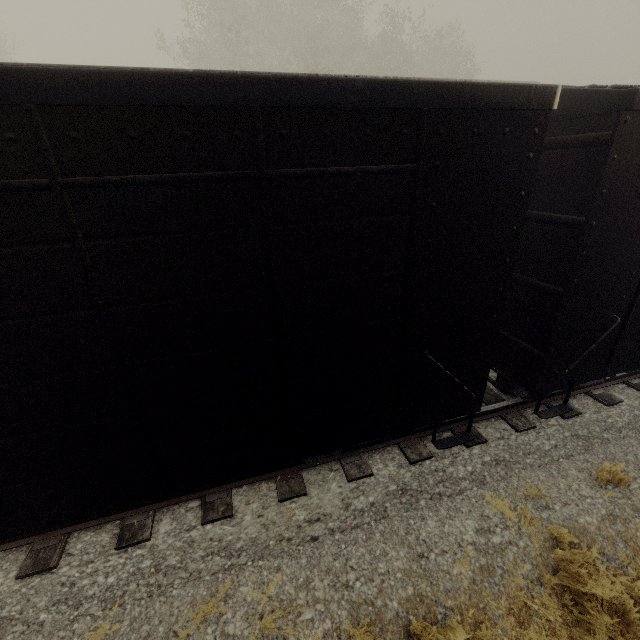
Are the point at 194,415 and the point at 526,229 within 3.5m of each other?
no
